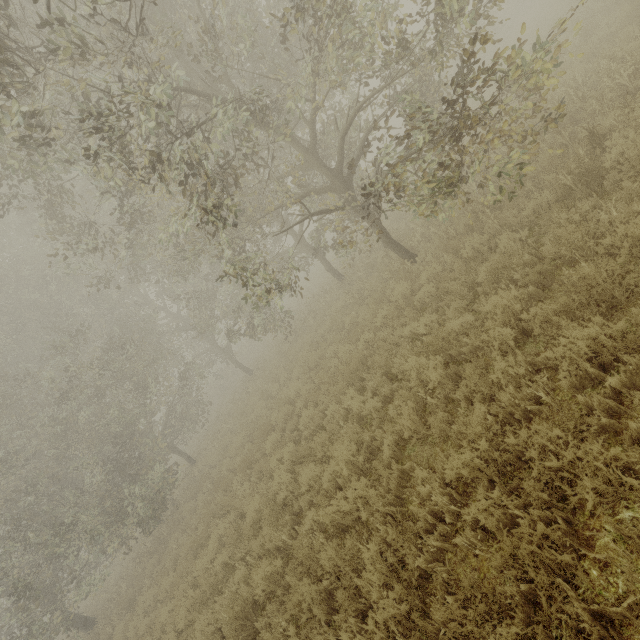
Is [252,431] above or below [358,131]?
below
